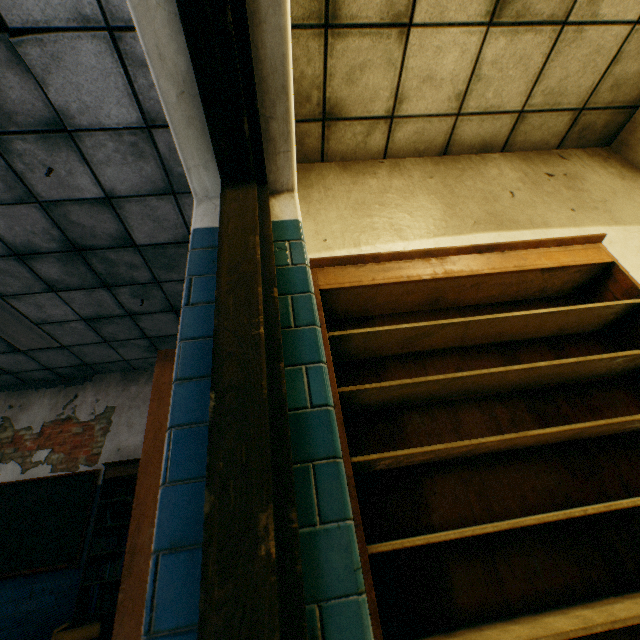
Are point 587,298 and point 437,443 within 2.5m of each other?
yes

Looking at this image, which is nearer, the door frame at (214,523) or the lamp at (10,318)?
the door frame at (214,523)

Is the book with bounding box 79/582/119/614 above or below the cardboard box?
above

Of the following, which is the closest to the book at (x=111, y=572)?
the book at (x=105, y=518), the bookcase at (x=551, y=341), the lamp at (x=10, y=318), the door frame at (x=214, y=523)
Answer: the book at (x=105, y=518)

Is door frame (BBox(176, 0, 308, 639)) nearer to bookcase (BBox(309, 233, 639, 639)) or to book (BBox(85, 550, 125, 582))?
bookcase (BBox(309, 233, 639, 639))

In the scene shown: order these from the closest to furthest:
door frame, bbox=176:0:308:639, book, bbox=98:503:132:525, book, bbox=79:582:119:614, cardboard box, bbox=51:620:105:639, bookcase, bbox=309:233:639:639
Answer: door frame, bbox=176:0:308:639 → bookcase, bbox=309:233:639:639 → cardboard box, bbox=51:620:105:639 → book, bbox=79:582:119:614 → book, bbox=98:503:132:525

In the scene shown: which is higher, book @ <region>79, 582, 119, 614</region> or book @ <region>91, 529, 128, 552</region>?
book @ <region>91, 529, 128, 552</region>

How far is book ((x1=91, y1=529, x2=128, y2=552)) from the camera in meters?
4.4 m
